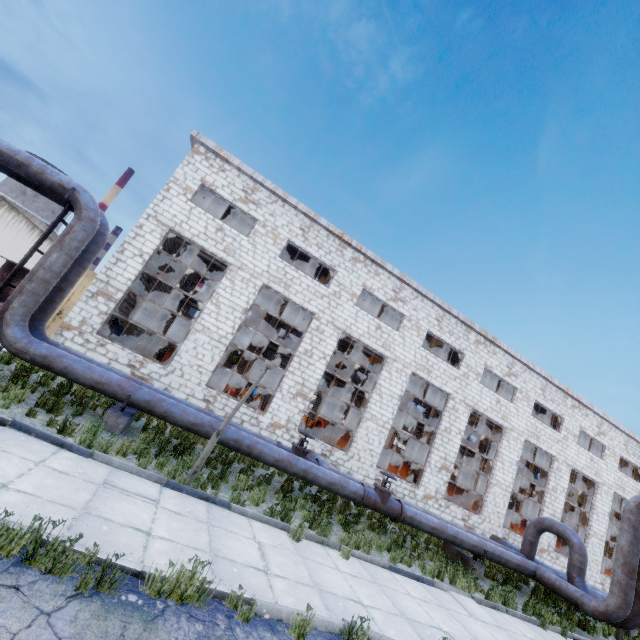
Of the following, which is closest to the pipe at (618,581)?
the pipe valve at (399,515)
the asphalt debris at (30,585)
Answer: the pipe valve at (399,515)

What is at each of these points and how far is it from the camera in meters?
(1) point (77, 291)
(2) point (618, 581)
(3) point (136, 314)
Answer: (1) door, 16.2 m
(2) pipe, 10.7 m
(3) door, 22.8 m

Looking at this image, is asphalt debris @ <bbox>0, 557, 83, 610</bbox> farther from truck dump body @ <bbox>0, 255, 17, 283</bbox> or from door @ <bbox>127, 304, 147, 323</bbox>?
truck dump body @ <bbox>0, 255, 17, 283</bbox>

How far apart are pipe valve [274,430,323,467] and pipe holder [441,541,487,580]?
6.6m

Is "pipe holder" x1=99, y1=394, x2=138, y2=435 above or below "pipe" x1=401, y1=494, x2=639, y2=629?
below

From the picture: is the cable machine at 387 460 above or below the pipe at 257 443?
above

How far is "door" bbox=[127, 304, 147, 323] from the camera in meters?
22.4

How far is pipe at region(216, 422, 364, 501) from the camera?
9.3 meters
